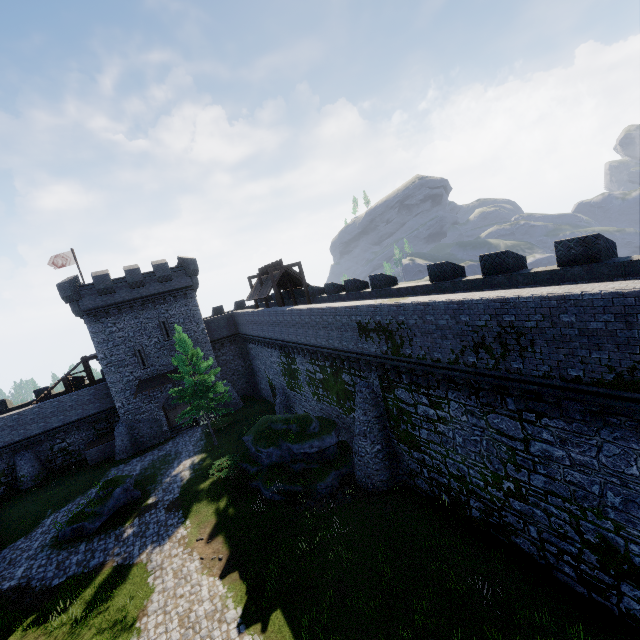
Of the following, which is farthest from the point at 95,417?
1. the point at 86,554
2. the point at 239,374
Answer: the point at 86,554

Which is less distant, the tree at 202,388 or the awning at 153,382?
the tree at 202,388

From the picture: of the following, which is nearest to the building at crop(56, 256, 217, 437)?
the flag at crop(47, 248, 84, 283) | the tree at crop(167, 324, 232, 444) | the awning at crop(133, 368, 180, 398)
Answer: the awning at crop(133, 368, 180, 398)

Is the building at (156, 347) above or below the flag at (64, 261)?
below

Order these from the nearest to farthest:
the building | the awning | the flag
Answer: the building < the awning < the flag

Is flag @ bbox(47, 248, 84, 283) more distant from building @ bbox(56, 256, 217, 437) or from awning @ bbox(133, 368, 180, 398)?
awning @ bbox(133, 368, 180, 398)

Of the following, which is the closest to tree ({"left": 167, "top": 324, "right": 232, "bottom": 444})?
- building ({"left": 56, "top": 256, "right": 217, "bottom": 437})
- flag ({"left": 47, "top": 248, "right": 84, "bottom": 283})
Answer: building ({"left": 56, "top": 256, "right": 217, "bottom": 437})

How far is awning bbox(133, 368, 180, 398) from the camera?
30.98m
